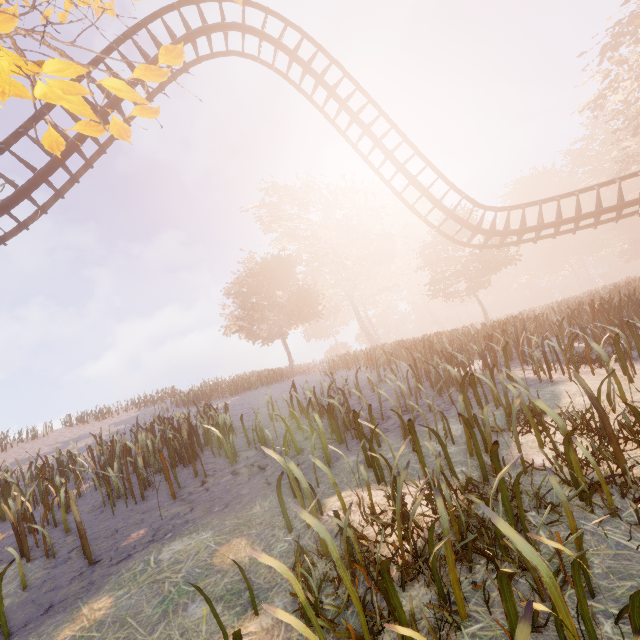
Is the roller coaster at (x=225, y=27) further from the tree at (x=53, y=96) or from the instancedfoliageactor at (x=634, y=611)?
the instancedfoliageactor at (x=634, y=611)

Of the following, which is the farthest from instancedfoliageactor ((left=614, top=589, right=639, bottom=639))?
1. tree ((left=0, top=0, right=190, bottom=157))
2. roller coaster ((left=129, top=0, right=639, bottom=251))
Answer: roller coaster ((left=129, top=0, right=639, bottom=251))

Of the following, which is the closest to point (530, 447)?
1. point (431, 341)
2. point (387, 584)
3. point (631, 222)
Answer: point (387, 584)

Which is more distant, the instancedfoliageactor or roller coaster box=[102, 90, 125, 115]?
roller coaster box=[102, 90, 125, 115]

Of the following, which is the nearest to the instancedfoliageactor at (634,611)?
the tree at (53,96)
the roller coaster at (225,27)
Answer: the tree at (53,96)

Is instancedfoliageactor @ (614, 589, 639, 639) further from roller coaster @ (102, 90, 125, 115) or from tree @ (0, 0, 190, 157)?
roller coaster @ (102, 90, 125, 115)
